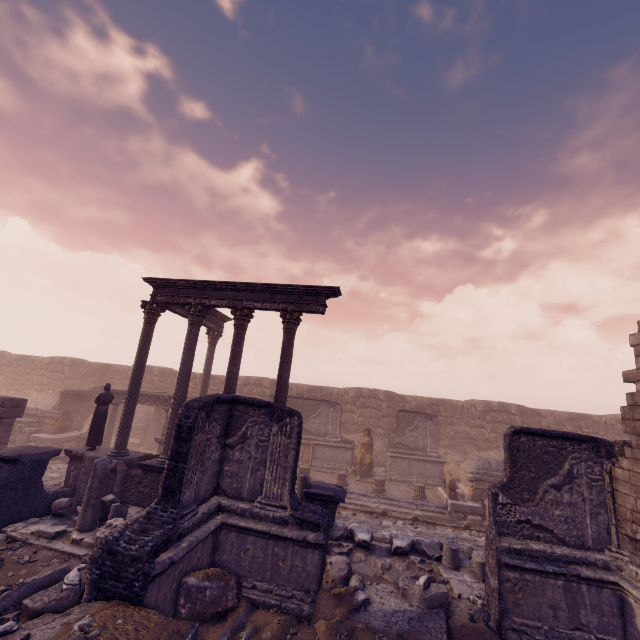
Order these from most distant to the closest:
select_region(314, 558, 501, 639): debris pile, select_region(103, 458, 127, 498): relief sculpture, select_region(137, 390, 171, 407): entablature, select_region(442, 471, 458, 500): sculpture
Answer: select_region(137, 390, 171, 407): entablature
select_region(442, 471, 458, 500): sculpture
select_region(103, 458, 127, 498): relief sculpture
select_region(314, 558, 501, 639): debris pile

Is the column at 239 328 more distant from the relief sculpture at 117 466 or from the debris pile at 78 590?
the debris pile at 78 590

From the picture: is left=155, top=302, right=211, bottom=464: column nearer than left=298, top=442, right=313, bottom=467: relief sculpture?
Yes

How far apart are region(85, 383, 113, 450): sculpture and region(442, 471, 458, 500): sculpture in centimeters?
1379cm

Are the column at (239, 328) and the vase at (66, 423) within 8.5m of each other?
no

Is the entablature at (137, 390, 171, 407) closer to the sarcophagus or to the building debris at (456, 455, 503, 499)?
the sarcophagus

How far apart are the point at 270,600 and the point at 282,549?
0.9 meters

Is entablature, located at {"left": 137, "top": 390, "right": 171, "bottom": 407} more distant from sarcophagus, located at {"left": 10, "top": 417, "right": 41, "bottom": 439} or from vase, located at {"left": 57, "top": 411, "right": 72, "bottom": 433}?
sarcophagus, located at {"left": 10, "top": 417, "right": 41, "bottom": 439}
